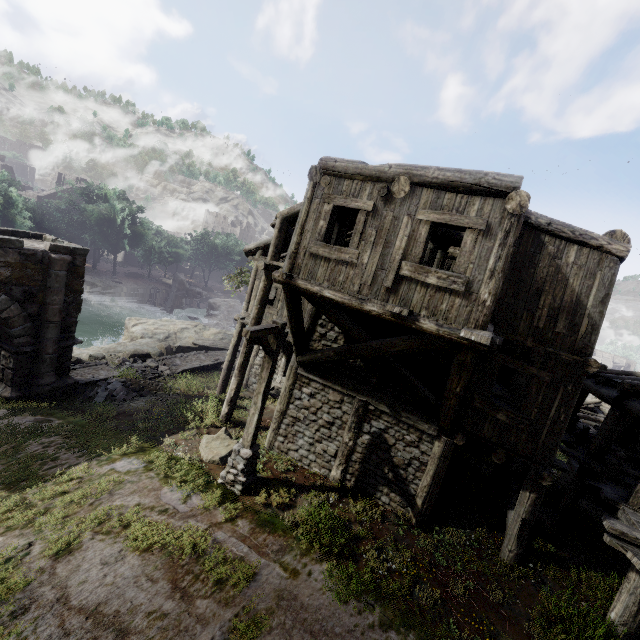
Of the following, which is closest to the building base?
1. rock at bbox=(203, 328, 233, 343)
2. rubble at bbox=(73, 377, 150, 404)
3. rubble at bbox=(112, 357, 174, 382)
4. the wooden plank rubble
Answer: the wooden plank rubble

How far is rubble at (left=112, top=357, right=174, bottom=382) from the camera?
16.3 meters

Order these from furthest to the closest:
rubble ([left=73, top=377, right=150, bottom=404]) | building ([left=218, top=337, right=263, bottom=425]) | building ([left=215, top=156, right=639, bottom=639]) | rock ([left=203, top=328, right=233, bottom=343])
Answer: rock ([left=203, top=328, right=233, bottom=343]) < rubble ([left=73, top=377, right=150, bottom=404]) < building ([left=218, top=337, right=263, bottom=425]) < building ([left=215, top=156, right=639, bottom=639])

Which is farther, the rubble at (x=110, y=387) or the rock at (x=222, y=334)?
the rock at (x=222, y=334)

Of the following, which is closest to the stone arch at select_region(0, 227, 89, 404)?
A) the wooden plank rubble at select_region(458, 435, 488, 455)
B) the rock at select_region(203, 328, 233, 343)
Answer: the rock at select_region(203, 328, 233, 343)

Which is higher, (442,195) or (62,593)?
(442,195)

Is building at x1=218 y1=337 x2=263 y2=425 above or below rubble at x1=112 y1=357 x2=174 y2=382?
above

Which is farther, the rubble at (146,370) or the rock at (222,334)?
the rock at (222,334)
